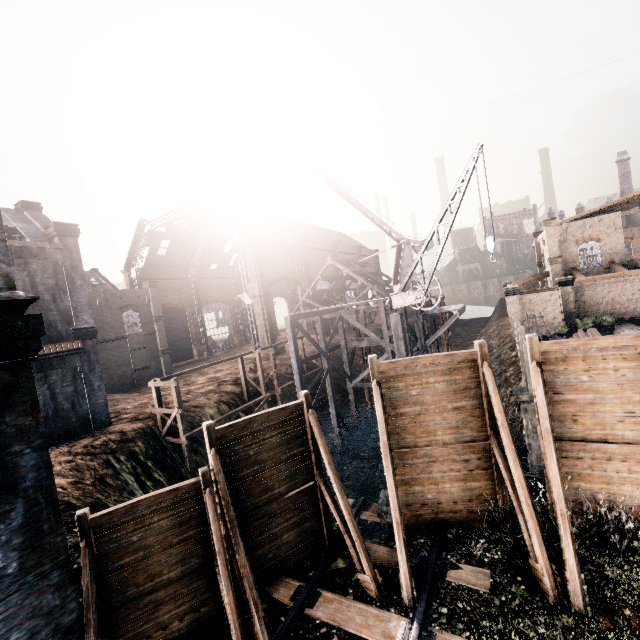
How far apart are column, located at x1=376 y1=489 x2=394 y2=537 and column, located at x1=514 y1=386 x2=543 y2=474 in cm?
1062

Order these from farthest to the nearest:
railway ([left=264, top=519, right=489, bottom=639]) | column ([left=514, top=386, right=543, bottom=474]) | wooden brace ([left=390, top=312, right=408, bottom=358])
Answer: wooden brace ([left=390, top=312, right=408, bottom=358])
column ([left=514, top=386, right=543, bottom=474])
railway ([left=264, top=519, right=489, bottom=639])

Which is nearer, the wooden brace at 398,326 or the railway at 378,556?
the railway at 378,556

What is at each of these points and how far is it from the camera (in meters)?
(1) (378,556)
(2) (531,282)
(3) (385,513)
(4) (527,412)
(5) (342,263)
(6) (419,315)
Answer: (1) railway, 9.30
(2) building, 40.97
(3) column, 10.79
(4) column, 18.12
(5) wood roof frame, 42.56
(6) wooden scaffolding, 22.97

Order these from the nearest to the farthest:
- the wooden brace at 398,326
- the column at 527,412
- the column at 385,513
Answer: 1. the column at 385,513
2. the column at 527,412
3. the wooden brace at 398,326

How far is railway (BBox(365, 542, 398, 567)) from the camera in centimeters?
899cm

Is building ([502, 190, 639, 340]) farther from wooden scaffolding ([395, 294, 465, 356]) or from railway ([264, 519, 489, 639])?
railway ([264, 519, 489, 639])

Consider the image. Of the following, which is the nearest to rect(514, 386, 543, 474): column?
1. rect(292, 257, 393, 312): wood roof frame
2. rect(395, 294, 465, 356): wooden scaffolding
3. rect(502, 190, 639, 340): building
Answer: rect(395, 294, 465, 356): wooden scaffolding
